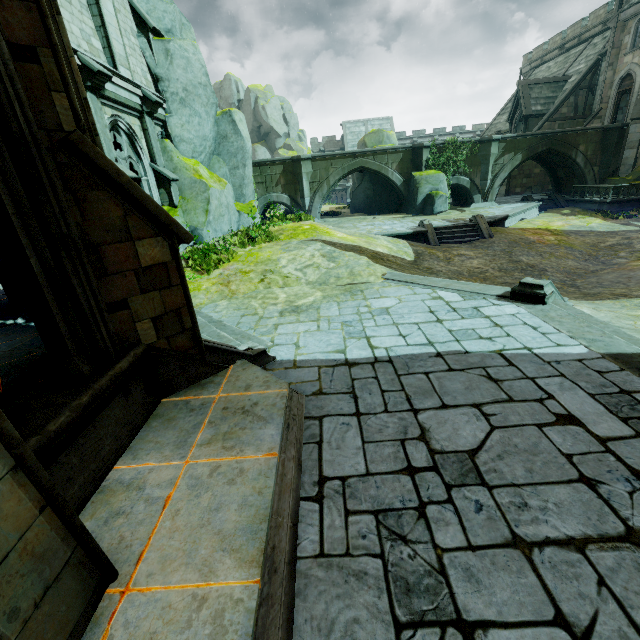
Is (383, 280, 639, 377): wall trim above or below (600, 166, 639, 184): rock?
below

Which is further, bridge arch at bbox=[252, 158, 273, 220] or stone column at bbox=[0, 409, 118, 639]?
bridge arch at bbox=[252, 158, 273, 220]

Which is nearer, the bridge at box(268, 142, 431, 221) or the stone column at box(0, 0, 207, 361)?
the stone column at box(0, 0, 207, 361)

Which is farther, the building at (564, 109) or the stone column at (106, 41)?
the building at (564, 109)

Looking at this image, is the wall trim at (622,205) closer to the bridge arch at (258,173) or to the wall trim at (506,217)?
the wall trim at (506,217)

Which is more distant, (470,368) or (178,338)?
(470,368)

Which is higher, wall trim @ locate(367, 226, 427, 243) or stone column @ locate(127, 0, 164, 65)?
stone column @ locate(127, 0, 164, 65)

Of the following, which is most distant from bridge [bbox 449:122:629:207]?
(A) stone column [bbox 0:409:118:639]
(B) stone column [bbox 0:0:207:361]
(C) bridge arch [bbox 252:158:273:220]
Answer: (A) stone column [bbox 0:409:118:639]
